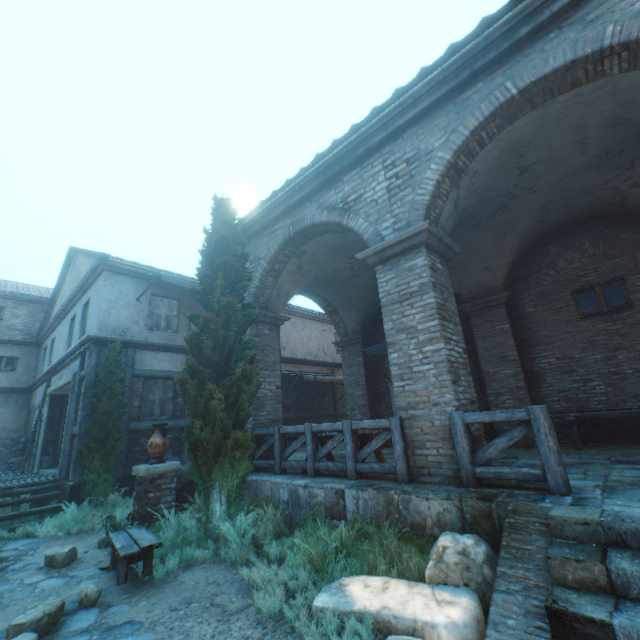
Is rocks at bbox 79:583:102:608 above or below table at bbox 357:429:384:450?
below

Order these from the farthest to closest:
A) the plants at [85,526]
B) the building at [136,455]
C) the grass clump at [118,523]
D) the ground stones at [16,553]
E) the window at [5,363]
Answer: the window at [5,363], the building at [136,455], the plants at [85,526], the grass clump at [118,523], the ground stones at [16,553]

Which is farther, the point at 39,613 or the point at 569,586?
the point at 39,613

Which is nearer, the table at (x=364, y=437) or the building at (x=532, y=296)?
the building at (x=532, y=296)

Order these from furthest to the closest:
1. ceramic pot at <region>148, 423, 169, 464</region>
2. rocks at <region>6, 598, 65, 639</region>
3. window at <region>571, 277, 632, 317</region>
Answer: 1. window at <region>571, 277, 632, 317</region>
2. ceramic pot at <region>148, 423, 169, 464</region>
3. rocks at <region>6, 598, 65, 639</region>

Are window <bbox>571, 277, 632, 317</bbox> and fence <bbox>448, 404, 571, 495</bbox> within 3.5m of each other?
no

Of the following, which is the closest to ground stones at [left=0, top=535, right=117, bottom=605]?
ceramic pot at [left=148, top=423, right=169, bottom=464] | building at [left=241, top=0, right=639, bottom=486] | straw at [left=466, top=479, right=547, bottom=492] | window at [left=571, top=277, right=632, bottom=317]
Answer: building at [left=241, top=0, right=639, bottom=486]

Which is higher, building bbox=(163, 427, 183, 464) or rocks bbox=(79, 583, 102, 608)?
building bbox=(163, 427, 183, 464)
